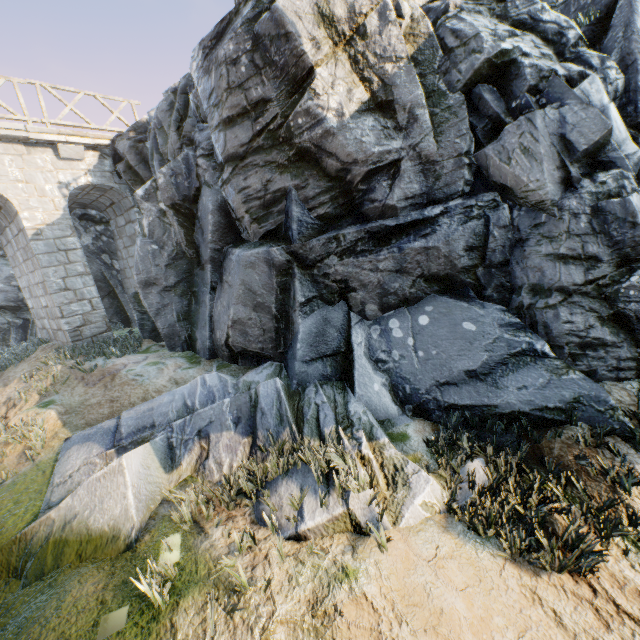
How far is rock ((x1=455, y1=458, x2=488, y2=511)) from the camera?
3.57m

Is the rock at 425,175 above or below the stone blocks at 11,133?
below

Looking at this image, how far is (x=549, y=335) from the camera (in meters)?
4.80

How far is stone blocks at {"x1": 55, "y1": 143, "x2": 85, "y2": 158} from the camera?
9.17m

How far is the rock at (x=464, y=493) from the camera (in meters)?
3.57

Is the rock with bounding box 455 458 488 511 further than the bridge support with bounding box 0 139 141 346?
No

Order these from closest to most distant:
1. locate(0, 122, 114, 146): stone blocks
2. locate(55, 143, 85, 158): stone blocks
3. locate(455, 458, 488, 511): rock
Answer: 1. locate(455, 458, 488, 511): rock
2. locate(0, 122, 114, 146): stone blocks
3. locate(55, 143, 85, 158): stone blocks

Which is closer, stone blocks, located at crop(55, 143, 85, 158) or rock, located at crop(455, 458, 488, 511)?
rock, located at crop(455, 458, 488, 511)
